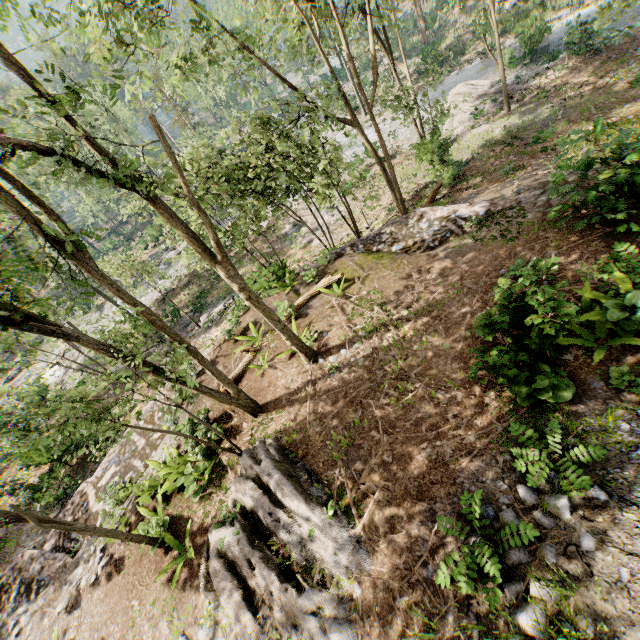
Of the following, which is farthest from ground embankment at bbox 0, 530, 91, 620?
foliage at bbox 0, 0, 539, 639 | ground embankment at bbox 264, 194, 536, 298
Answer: ground embankment at bbox 264, 194, 536, 298

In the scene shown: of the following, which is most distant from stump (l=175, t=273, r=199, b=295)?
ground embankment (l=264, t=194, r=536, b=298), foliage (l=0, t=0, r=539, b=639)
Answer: ground embankment (l=264, t=194, r=536, b=298)

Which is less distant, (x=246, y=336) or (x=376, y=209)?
(x=246, y=336)

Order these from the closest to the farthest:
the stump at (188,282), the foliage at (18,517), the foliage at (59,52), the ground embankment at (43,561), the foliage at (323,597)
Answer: the foliage at (59,52)
the foliage at (323,597)
the foliage at (18,517)
the ground embankment at (43,561)
the stump at (188,282)

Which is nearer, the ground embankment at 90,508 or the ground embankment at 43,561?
the ground embankment at 43,561

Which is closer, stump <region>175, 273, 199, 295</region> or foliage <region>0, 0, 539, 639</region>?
foliage <region>0, 0, 539, 639</region>

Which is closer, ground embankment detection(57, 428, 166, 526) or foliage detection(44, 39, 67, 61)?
foliage detection(44, 39, 67, 61)

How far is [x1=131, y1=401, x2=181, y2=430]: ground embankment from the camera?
12.3 meters
